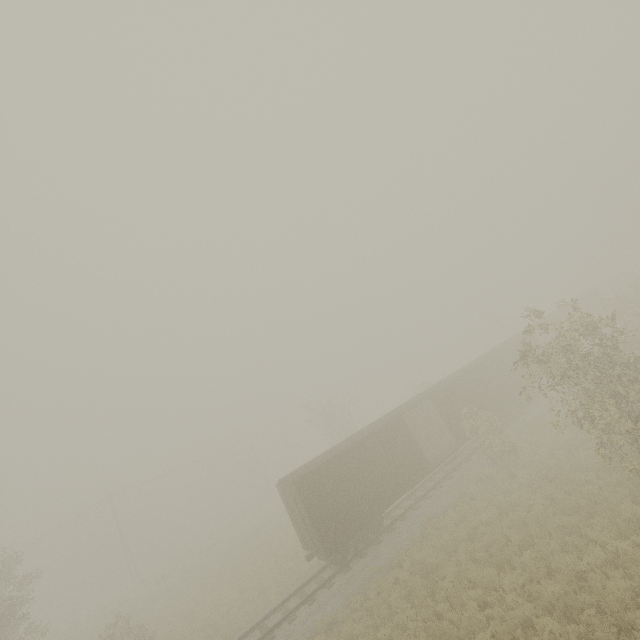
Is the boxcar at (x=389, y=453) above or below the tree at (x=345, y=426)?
below

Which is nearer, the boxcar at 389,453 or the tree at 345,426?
the boxcar at 389,453

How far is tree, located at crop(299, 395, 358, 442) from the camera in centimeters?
3606cm

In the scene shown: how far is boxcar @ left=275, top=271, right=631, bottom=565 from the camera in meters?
15.9 m

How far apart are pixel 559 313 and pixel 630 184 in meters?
34.8 m

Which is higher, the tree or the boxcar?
the tree

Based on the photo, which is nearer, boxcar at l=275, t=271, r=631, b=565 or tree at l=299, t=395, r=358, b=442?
boxcar at l=275, t=271, r=631, b=565
